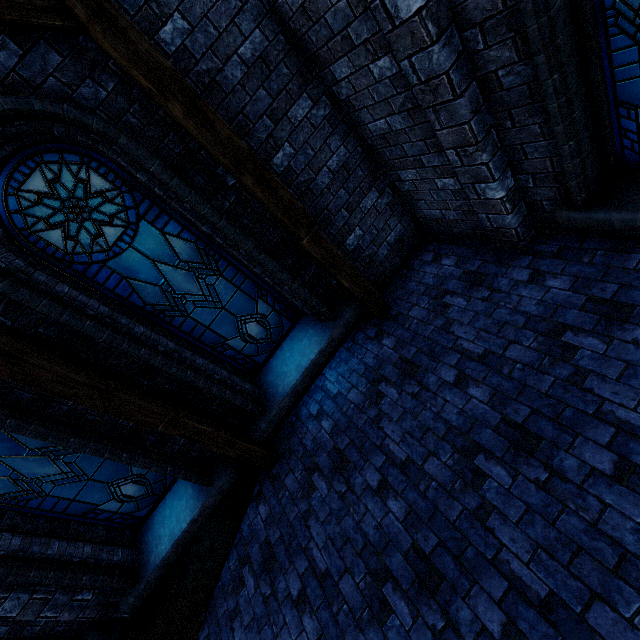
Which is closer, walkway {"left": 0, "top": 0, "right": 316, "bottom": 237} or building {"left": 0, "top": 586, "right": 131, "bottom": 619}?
walkway {"left": 0, "top": 0, "right": 316, "bottom": 237}

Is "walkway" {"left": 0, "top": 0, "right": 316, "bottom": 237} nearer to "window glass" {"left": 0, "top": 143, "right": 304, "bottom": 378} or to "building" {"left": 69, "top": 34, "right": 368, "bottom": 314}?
"building" {"left": 69, "top": 34, "right": 368, "bottom": 314}

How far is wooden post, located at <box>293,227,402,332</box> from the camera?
4.06m

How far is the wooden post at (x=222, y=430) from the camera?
3.9 meters

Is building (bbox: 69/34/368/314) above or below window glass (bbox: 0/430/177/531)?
above

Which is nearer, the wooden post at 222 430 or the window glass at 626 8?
the window glass at 626 8

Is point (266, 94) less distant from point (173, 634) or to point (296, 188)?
point (296, 188)

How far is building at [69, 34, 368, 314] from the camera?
2.87m
